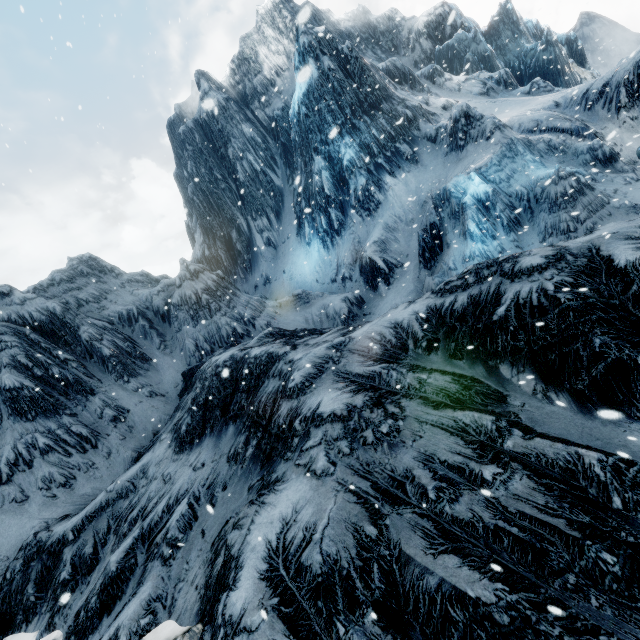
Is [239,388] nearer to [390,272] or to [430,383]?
[430,383]
